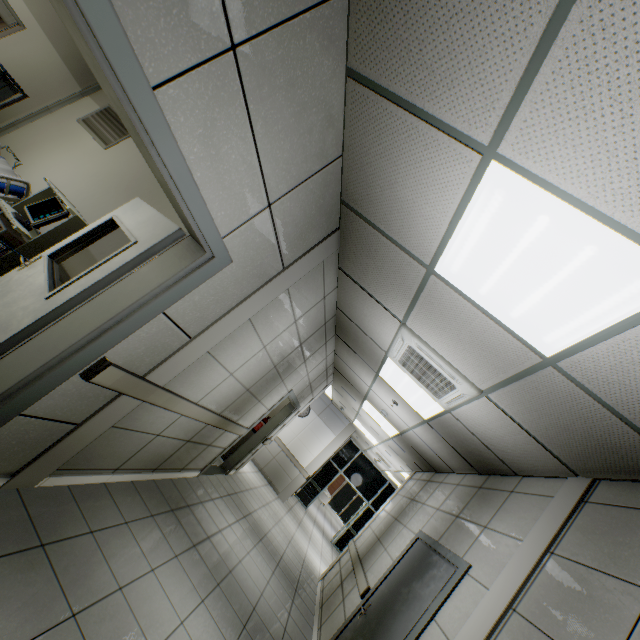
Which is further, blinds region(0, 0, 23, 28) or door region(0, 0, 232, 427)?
blinds region(0, 0, 23, 28)

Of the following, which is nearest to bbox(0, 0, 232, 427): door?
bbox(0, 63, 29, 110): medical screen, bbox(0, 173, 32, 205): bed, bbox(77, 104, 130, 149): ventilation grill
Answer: bbox(0, 173, 32, 205): bed

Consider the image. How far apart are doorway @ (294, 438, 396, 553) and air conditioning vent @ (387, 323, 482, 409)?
10.9 meters

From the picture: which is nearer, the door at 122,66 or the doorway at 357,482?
the door at 122,66

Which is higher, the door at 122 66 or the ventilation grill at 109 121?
the ventilation grill at 109 121

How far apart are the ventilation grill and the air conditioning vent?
4.44m

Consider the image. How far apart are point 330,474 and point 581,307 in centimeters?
1355cm

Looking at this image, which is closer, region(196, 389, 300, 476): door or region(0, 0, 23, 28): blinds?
region(0, 0, 23, 28): blinds
